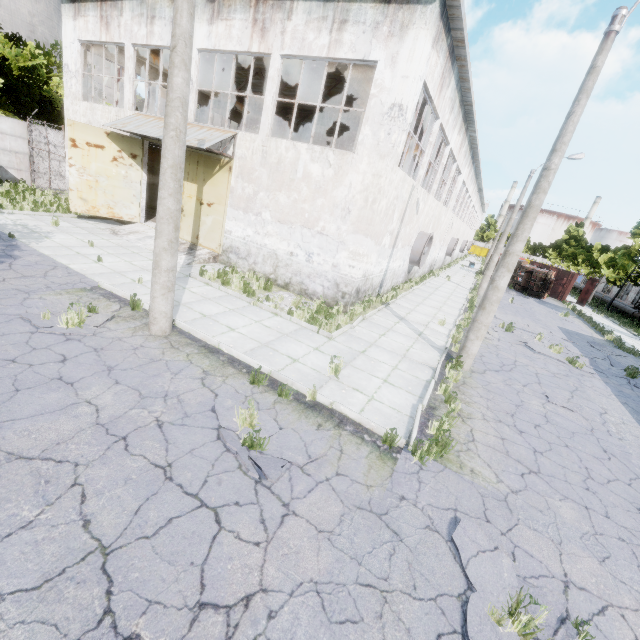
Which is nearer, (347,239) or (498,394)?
(498,394)

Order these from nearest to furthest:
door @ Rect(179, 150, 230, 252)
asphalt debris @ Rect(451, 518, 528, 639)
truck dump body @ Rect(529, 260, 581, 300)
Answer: asphalt debris @ Rect(451, 518, 528, 639)
door @ Rect(179, 150, 230, 252)
truck dump body @ Rect(529, 260, 581, 300)

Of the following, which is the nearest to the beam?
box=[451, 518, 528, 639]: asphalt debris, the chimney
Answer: box=[451, 518, 528, 639]: asphalt debris

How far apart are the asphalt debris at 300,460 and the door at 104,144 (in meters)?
14.43

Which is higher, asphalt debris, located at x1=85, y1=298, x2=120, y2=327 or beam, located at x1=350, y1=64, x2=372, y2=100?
beam, located at x1=350, y1=64, x2=372, y2=100

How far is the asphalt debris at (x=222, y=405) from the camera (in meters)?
5.17

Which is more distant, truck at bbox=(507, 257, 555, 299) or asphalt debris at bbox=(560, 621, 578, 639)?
truck at bbox=(507, 257, 555, 299)

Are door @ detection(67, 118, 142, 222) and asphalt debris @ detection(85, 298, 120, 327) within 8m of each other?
no
